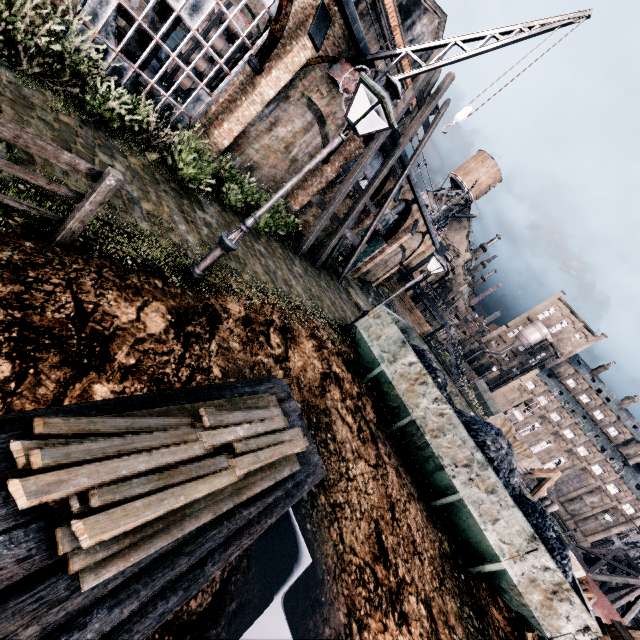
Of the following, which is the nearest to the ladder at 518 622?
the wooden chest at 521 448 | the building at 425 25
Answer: the wooden chest at 521 448

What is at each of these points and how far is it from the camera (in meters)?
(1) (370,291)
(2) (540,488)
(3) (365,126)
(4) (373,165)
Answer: (1) stone debris, 30.38
(2) ladder, 23.67
(3) building, 17.11
(4) building, 20.53

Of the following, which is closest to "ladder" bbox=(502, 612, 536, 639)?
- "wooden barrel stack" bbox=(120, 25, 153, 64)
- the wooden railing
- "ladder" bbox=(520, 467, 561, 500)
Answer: the wooden railing

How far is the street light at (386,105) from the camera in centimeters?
557cm

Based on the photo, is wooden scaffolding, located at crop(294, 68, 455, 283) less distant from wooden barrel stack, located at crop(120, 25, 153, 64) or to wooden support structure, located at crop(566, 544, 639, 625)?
wooden barrel stack, located at crop(120, 25, 153, 64)

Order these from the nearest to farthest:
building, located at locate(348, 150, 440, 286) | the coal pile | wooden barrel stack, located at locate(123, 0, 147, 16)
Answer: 1. the coal pile
2. wooden barrel stack, located at locate(123, 0, 147, 16)
3. building, located at locate(348, 150, 440, 286)

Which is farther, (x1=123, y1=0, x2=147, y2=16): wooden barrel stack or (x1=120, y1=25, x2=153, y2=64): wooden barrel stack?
(x1=120, y1=25, x2=153, y2=64): wooden barrel stack

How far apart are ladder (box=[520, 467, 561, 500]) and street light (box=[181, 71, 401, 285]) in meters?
27.4
